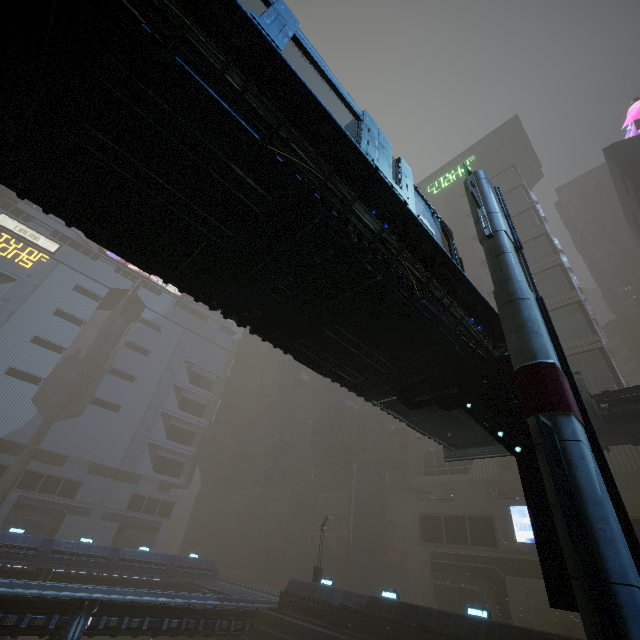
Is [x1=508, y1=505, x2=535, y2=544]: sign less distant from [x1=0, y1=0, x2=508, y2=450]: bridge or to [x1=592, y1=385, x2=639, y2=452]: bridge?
[x1=592, y1=385, x2=639, y2=452]: bridge

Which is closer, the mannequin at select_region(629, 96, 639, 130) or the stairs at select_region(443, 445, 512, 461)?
the stairs at select_region(443, 445, 512, 461)

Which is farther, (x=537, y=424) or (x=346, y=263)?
(x=346, y=263)

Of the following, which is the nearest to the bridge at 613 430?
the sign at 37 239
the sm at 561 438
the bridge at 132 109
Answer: the sm at 561 438

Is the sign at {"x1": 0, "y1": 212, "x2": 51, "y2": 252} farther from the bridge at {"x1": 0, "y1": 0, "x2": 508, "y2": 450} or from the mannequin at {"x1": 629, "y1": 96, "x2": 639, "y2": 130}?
the mannequin at {"x1": 629, "y1": 96, "x2": 639, "y2": 130}

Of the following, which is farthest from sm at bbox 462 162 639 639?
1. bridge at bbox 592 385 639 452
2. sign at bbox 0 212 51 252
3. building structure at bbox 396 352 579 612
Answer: sign at bbox 0 212 51 252

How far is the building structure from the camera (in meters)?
5.71

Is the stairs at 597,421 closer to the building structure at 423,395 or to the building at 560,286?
the building structure at 423,395
